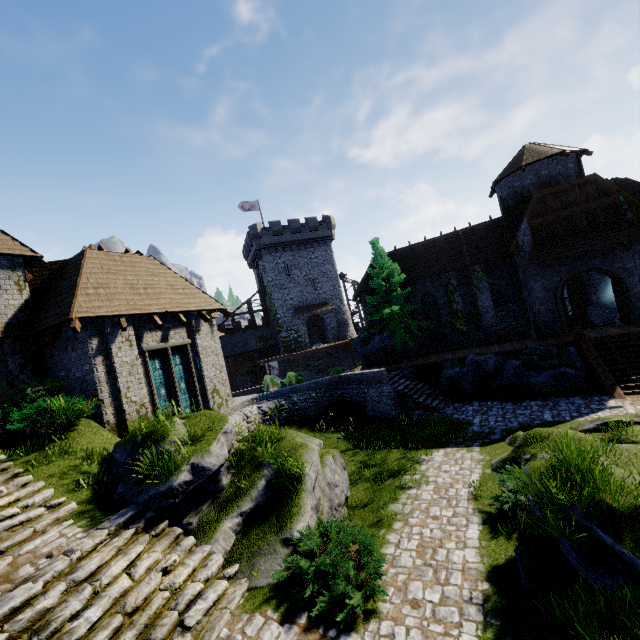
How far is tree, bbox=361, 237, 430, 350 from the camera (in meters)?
23.45

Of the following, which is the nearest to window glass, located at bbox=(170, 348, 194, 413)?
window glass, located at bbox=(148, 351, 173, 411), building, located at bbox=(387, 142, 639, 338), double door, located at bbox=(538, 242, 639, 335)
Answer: window glass, located at bbox=(148, 351, 173, 411)

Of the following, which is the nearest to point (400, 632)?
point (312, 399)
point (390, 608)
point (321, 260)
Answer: point (390, 608)

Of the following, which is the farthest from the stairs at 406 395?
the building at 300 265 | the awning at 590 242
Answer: the building at 300 265

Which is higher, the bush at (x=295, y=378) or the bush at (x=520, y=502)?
the bush at (x=295, y=378)

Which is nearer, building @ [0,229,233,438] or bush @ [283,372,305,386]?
building @ [0,229,233,438]

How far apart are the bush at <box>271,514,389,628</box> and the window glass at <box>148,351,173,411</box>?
8.3 meters

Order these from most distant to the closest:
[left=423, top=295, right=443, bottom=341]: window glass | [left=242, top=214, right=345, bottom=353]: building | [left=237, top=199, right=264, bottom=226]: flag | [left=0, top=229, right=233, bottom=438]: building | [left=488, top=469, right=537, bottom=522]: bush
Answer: [left=237, top=199, right=264, bottom=226]: flag → [left=242, top=214, right=345, bottom=353]: building → [left=423, top=295, right=443, bottom=341]: window glass → [left=0, top=229, right=233, bottom=438]: building → [left=488, top=469, right=537, bottom=522]: bush
